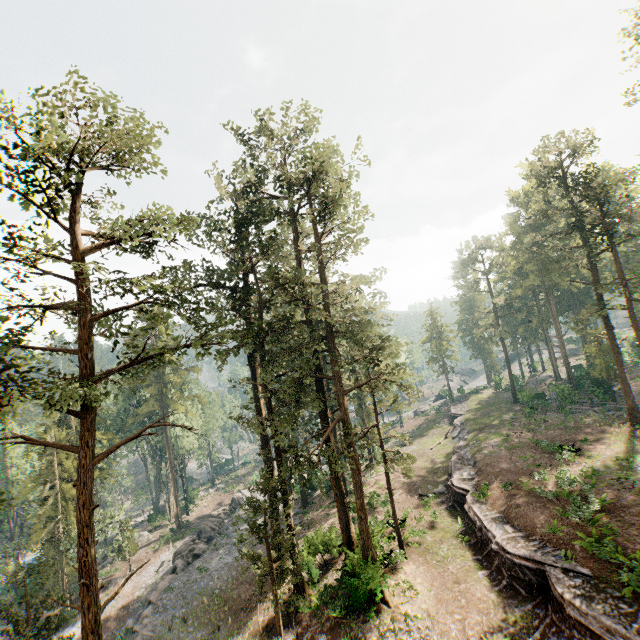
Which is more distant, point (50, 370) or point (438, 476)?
point (438, 476)

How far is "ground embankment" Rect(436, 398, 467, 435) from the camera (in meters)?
46.69

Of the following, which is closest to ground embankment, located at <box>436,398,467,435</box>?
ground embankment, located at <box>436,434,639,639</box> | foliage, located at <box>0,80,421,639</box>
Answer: foliage, located at <box>0,80,421,639</box>

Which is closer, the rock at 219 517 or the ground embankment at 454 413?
the rock at 219 517

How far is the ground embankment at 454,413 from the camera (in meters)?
46.69

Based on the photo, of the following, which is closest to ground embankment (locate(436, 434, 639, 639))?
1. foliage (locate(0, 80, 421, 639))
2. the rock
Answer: foliage (locate(0, 80, 421, 639))

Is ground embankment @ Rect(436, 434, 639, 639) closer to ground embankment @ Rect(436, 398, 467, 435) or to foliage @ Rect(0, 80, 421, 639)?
foliage @ Rect(0, 80, 421, 639)
